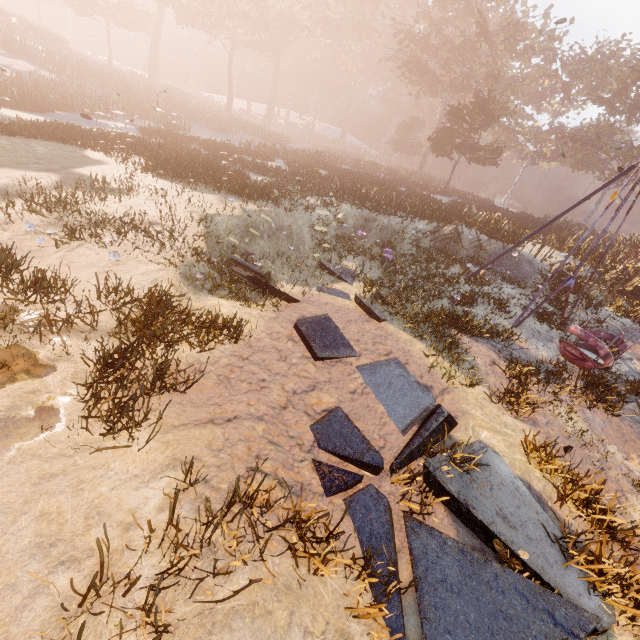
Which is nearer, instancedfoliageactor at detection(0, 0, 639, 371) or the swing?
the swing

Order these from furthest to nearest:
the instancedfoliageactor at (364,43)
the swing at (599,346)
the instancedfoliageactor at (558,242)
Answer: the instancedfoliageactor at (558,242) < the instancedfoliageactor at (364,43) < the swing at (599,346)

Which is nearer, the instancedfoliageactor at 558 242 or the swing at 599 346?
the swing at 599 346

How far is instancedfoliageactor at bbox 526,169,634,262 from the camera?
16.0m

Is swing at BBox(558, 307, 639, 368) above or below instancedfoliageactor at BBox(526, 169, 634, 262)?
below

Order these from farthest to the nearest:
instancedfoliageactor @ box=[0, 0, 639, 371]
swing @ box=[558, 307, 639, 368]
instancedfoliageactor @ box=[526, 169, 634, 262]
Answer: instancedfoliageactor @ box=[526, 169, 634, 262], instancedfoliageactor @ box=[0, 0, 639, 371], swing @ box=[558, 307, 639, 368]

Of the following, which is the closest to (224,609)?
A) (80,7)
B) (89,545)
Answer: (89,545)
